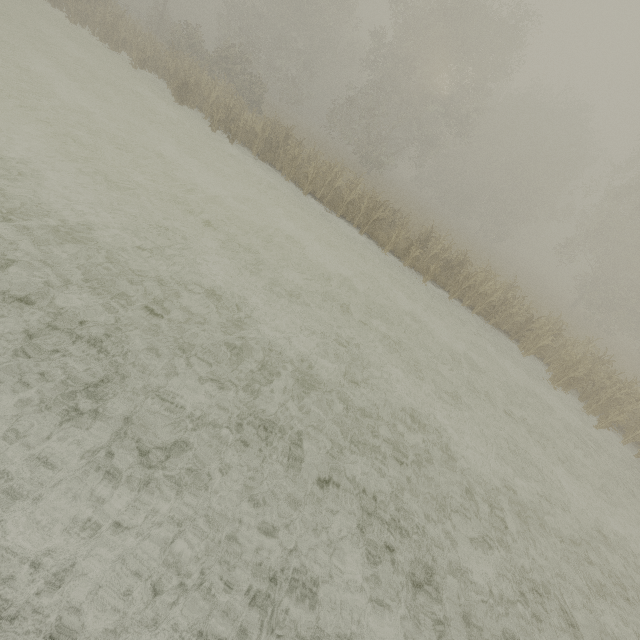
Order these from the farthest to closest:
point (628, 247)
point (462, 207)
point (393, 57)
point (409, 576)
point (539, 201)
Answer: point (539, 201) < point (462, 207) < point (628, 247) < point (393, 57) < point (409, 576)
